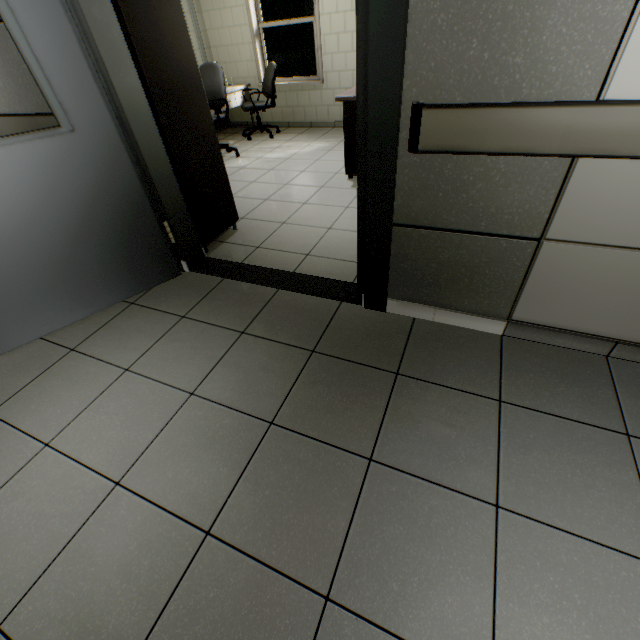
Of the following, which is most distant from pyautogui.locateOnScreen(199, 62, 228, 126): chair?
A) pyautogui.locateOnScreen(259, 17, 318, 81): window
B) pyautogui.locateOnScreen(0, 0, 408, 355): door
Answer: pyautogui.locateOnScreen(0, 0, 408, 355): door

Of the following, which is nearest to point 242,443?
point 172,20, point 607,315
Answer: point 607,315

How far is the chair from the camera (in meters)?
4.67

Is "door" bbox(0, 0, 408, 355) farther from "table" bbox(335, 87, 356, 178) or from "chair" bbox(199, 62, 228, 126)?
"chair" bbox(199, 62, 228, 126)

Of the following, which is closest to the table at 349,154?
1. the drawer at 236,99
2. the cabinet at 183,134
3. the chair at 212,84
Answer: the cabinet at 183,134

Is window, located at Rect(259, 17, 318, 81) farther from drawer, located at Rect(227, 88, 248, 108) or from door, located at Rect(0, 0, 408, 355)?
door, located at Rect(0, 0, 408, 355)

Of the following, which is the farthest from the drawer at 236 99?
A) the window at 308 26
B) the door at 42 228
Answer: the door at 42 228

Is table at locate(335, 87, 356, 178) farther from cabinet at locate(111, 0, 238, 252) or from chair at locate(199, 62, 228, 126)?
chair at locate(199, 62, 228, 126)
